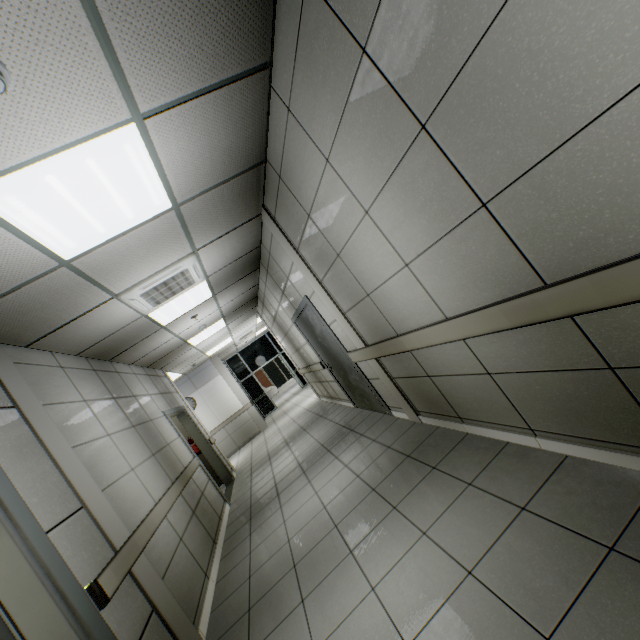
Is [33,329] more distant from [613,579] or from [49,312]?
[613,579]

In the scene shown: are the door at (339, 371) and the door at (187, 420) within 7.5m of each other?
yes

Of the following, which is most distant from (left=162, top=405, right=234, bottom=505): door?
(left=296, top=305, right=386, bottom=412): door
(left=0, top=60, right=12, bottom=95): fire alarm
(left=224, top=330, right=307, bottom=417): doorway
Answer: (left=224, top=330, right=307, bottom=417): doorway

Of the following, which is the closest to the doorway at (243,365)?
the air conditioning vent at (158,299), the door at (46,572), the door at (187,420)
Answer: the door at (187,420)

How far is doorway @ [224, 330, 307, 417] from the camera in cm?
1505

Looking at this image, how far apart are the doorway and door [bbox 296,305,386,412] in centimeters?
953cm

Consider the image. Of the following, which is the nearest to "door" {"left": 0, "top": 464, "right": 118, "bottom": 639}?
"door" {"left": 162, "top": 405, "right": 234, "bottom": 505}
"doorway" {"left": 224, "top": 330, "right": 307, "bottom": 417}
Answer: "door" {"left": 162, "top": 405, "right": 234, "bottom": 505}

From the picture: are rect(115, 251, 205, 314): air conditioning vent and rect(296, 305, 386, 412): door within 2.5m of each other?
yes
